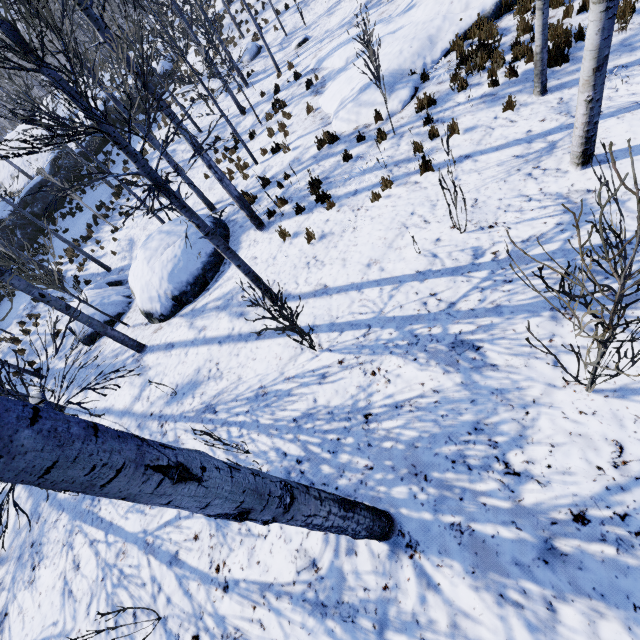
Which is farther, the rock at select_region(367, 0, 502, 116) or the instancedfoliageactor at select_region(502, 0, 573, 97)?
the rock at select_region(367, 0, 502, 116)

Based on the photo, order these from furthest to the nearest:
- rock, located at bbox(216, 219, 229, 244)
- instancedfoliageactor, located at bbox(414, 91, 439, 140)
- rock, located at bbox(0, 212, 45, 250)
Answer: rock, located at bbox(0, 212, 45, 250) < rock, located at bbox(216, 219, 229, 244) < instancedfoliageactor, located at bbox(414, 91, 439, 140)

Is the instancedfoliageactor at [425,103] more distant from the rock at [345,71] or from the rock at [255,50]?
the rock at [345,71]

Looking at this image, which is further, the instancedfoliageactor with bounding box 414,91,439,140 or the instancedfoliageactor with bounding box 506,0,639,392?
the instancedfoliageactor with bounding box 414,91,439,140

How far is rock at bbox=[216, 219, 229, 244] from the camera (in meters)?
10.06

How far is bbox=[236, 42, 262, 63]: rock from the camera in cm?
1998

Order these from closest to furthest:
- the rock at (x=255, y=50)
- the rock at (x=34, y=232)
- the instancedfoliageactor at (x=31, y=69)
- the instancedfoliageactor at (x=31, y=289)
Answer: the instancedfoliageactor at (x=31, y=69), the instancedfoliageactor at (x=31, y=289), the rock at (x=34, y=232), the rock at (x=255, y=50)

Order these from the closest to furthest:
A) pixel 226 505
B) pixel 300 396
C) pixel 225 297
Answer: pixel 226 505 < pixel 300 396 < pixel 225 297
